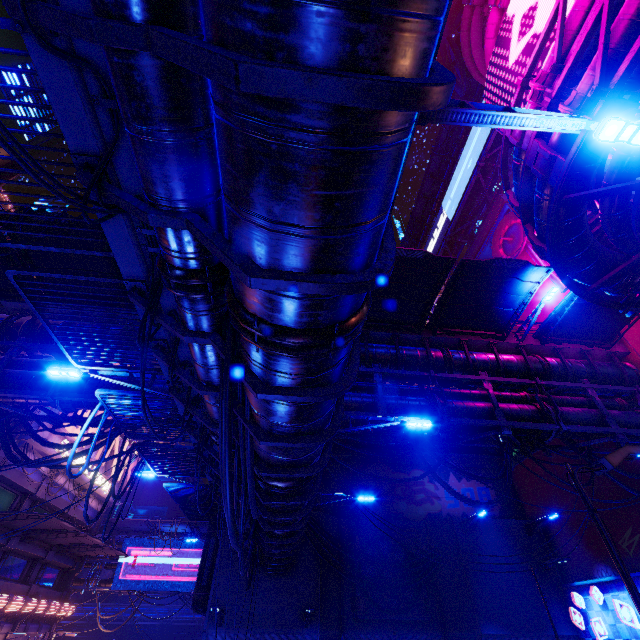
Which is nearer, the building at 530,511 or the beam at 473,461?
the building at 530,511

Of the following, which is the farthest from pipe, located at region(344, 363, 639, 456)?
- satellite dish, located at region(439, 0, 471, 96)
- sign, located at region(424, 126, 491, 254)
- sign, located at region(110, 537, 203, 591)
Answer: sign, located at region(424, 126, 491, 254)

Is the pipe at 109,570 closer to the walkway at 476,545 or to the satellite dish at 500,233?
the walkway at 476,545

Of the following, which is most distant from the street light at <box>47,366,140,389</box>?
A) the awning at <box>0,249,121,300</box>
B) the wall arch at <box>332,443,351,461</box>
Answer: the wall arch at <box>332,443,351,461</box>

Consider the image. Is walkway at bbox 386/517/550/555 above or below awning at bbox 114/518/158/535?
below

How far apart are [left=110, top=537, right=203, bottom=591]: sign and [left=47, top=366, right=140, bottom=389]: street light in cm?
3442

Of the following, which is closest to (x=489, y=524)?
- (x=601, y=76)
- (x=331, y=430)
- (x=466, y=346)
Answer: (x=466, y=346)

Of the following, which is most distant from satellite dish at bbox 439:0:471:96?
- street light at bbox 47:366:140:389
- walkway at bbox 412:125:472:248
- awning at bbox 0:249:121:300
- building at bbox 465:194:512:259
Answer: street light at bbox 47:366:140:389
